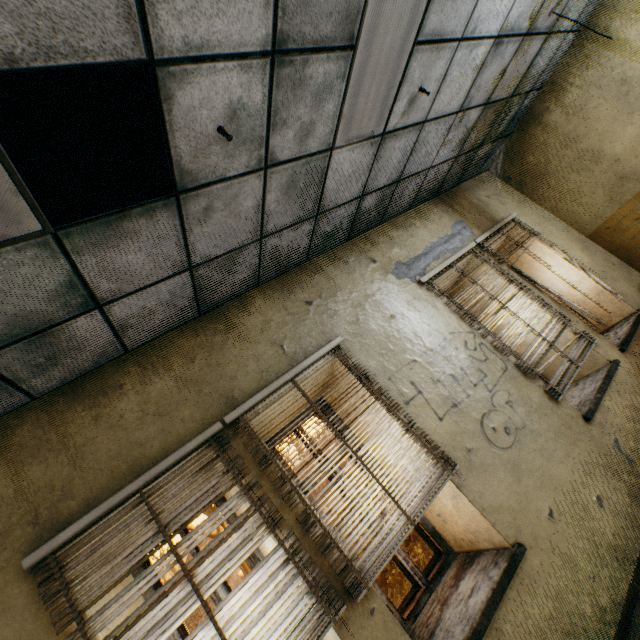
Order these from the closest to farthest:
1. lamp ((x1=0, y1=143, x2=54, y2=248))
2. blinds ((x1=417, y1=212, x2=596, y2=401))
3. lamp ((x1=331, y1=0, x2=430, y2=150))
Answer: lamp ((x1=0, y1=143, x2=54, y2=248))
lamp ((x1=331, y1=0, x2=430, y2=150))
blinds ((x1=417, y1=212, x2=596, y2=401))

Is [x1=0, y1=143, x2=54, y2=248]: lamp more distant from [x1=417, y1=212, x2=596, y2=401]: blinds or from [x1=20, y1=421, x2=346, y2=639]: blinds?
[x1=417, y1=212, x2=596, y2=401]: blinds

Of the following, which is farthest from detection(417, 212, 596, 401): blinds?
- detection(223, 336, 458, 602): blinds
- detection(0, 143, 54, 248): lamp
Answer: detection(0, 143, 54, 248): lamp

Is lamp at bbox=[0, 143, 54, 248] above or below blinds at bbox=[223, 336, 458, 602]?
above

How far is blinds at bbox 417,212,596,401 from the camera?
3.5m

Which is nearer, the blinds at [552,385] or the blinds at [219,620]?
the blinds at [219,620]

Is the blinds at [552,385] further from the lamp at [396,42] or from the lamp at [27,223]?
the lamp at [27,223]

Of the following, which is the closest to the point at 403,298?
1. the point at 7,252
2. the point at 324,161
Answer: the point at 324,161
